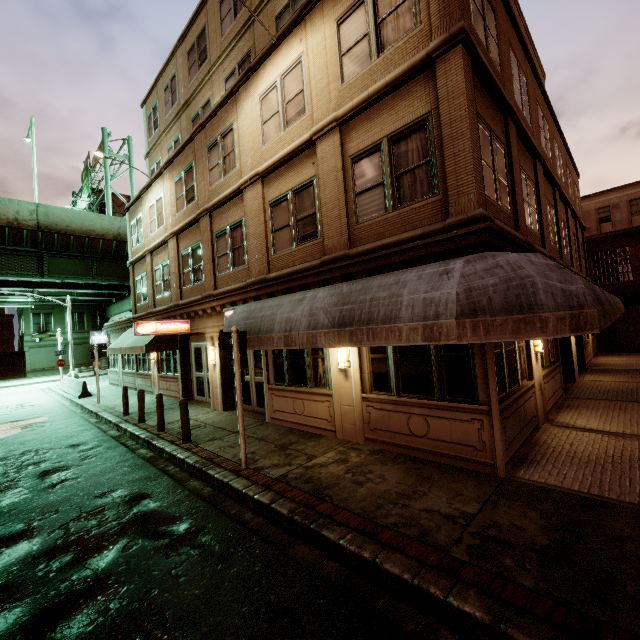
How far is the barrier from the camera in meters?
19.3

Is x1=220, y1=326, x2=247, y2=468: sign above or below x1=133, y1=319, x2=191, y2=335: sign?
below

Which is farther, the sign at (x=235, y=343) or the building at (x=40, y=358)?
the building at (x=40, y=358)

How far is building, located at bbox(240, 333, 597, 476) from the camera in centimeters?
604cm

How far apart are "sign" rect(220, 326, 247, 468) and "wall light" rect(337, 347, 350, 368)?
2.2m

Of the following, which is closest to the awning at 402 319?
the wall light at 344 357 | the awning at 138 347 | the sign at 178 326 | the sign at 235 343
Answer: the sign at 235 343

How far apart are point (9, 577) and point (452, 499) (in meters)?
6.43

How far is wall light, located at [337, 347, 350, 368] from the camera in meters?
8.1
